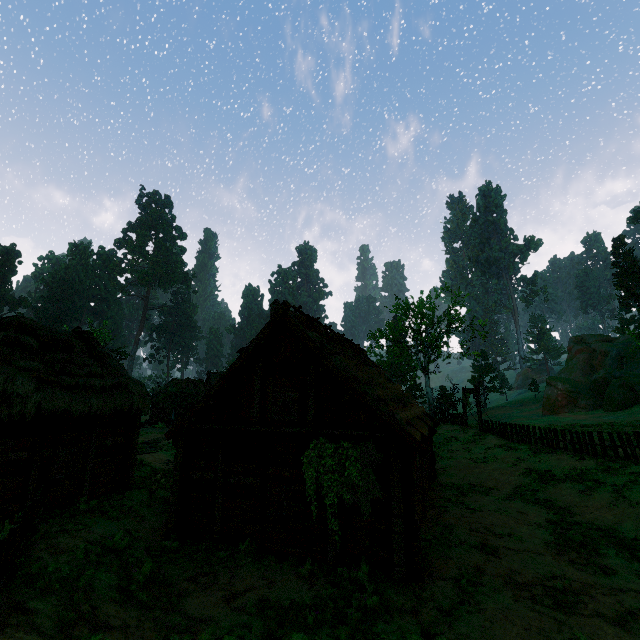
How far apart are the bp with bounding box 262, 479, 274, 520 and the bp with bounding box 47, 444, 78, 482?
6.81m

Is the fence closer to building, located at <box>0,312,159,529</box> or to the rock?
building, located at <box>0,312,159,529</box>

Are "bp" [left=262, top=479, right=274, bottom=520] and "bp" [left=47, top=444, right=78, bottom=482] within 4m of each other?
no

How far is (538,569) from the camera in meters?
8.9 m

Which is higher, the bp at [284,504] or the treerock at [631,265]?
the treerock at [631,265]

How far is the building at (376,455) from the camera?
8.9 meters

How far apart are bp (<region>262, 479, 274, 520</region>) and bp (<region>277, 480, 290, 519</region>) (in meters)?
0.19

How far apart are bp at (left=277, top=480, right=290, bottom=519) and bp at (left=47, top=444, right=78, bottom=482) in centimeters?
732cm
